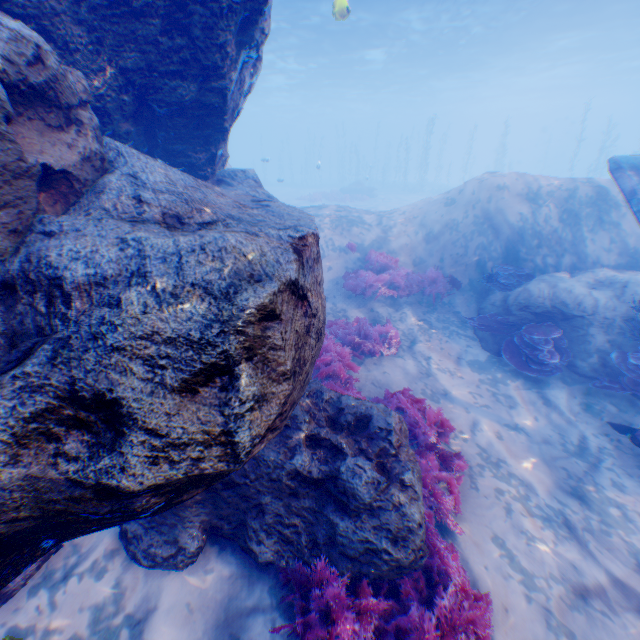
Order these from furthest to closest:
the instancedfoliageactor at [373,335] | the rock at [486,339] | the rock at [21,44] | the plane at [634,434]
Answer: the rock at [486,339] → the instancedfoliageactor at [373,335] → the plane at [634,434] → the rock at [21,44]

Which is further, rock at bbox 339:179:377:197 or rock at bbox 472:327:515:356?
rock at bbox 339:179:377:197

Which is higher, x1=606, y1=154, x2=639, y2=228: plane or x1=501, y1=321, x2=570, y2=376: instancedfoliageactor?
x1=606, y1=154, x2=639, y2=228: plane

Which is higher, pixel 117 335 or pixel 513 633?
pixel 117 335

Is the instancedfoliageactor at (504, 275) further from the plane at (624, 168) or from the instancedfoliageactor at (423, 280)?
the plane at (624, 168)

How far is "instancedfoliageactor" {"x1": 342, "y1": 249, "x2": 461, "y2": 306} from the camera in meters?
9.5 m

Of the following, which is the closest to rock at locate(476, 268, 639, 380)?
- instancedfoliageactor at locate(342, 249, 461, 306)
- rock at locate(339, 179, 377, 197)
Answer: instancedfoliageactor at locate(342, 249, 461, 306)

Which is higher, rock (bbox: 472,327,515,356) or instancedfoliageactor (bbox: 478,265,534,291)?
instancedfoliageactor (bbox: 478,265,534,291)
